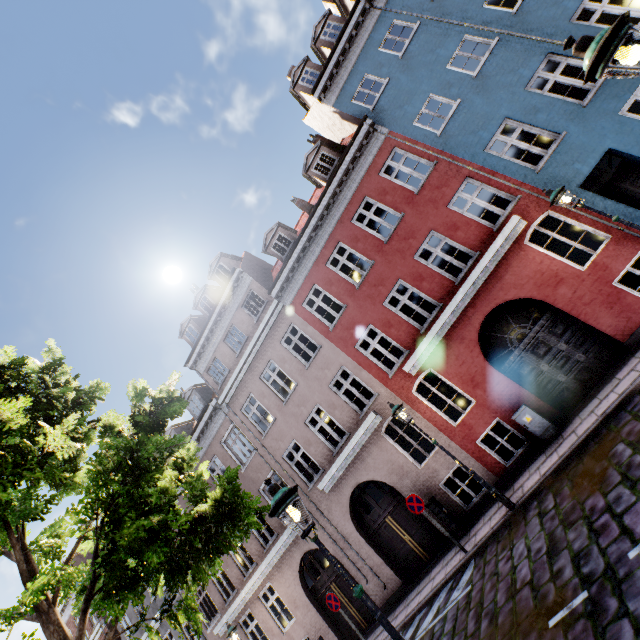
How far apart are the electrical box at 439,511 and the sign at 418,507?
1.31m

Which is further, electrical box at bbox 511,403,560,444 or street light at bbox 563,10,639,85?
electrical box at bbox 511,403,560,444

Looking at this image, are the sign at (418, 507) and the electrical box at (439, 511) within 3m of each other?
yes

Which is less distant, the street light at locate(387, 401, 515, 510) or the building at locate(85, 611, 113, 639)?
the street light at locate(387, 401, 515, 510)

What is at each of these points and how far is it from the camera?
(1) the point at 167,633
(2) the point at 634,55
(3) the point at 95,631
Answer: (1) building, 17.5m
(2) street light, 2.8m
(3) building, 20.3m

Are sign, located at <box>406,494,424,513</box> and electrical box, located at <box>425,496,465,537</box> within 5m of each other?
yes

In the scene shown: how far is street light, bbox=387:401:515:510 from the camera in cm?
818

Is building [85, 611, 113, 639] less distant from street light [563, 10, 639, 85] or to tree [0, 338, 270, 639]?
tree [0, 338, 270, 639]
